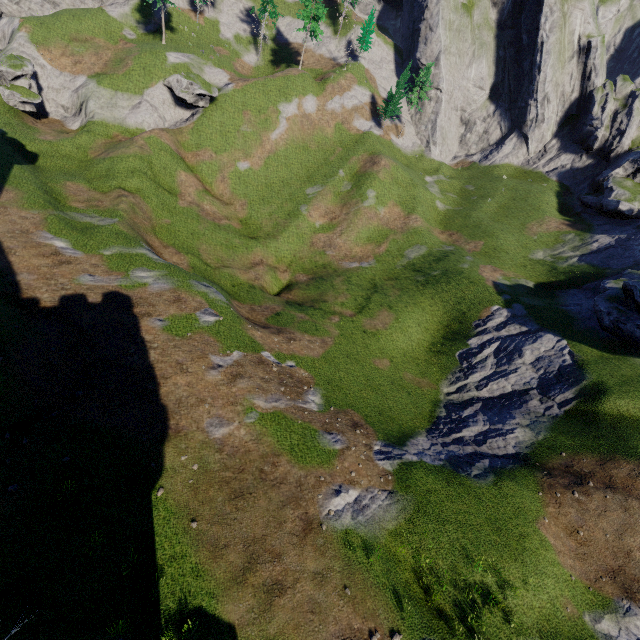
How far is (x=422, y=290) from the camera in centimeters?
4016cm
